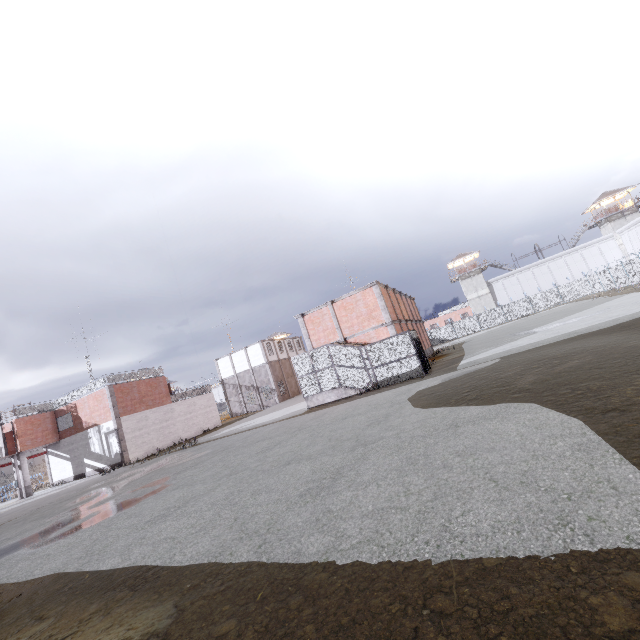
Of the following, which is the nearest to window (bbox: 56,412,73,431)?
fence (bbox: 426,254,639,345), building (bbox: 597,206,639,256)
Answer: fence (bbox: 426,254,639,345)

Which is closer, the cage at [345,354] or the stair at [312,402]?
the cage at [345,354]

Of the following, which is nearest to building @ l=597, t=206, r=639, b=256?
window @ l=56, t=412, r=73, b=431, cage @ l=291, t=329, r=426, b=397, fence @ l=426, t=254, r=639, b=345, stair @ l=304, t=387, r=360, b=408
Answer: fence @ l=426, t=254, r=639, b=345

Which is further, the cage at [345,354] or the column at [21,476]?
the column at [21,476]

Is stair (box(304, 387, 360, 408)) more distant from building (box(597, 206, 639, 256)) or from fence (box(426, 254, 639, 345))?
building (box(597, 206, 639, 256))

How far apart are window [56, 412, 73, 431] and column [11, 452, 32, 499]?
2.76m

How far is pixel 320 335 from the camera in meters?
25.5

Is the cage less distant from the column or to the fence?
the column
